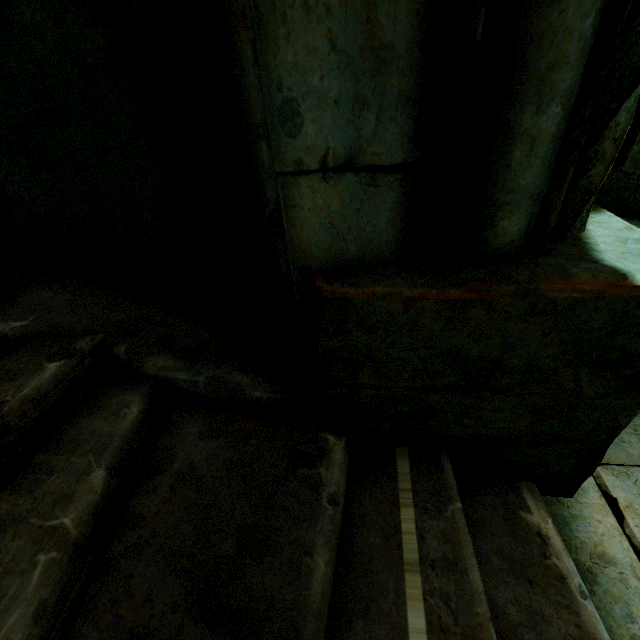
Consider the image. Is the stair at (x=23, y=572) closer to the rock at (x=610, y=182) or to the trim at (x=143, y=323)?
the trim at (x=143, y=323)

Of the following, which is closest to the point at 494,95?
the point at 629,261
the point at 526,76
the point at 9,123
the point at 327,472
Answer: the point at 526,76

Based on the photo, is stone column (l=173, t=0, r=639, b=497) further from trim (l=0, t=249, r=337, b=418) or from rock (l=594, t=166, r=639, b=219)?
rock (l=594, t=166, r=639, b=219)

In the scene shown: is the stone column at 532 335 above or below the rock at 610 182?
above

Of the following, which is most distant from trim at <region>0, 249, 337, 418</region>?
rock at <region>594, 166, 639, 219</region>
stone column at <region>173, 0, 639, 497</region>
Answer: rock at <region>594, 166, 639, 219</region>

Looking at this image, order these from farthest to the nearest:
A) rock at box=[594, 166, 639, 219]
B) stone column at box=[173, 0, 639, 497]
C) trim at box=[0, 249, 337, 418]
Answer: rock at box=[594, 166, 639, 219] < trim at box=[0, 249, 337, 418] < stone column at box=[173, 0, 639, 497]

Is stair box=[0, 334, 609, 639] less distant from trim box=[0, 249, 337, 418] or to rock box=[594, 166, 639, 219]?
trim box=[0, 249, 337, 418]

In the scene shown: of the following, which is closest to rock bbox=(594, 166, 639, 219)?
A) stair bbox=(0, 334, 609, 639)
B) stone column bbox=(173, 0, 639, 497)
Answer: stone column bbox=(173, 0, 639, 497)
